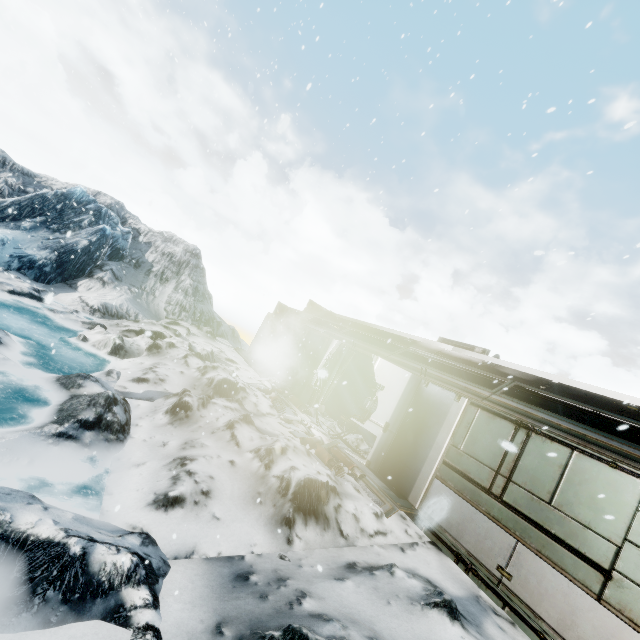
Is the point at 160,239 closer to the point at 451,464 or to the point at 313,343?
the point at 313,343

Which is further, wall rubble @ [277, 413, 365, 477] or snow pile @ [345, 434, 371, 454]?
snow pile @ [345, 434, 371, 454]

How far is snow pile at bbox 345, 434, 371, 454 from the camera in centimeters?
968cm

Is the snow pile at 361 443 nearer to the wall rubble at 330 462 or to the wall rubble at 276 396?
the wall rubble at 276 396

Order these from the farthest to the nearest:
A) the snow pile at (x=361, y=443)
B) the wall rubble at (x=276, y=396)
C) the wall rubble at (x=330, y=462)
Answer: the wall rubble at (x=276, y=396), the snow pile at (x=361, y=443), the wall rubble at (x=330, y=462)

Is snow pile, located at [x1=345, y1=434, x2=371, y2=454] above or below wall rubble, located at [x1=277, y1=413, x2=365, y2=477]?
above

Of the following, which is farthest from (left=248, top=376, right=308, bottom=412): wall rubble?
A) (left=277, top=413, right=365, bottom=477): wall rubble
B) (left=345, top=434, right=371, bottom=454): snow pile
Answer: (left=277, top=413, right=365, bottom=477): wall rubble

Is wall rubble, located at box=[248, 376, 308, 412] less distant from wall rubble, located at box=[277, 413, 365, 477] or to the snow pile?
the snow pile
